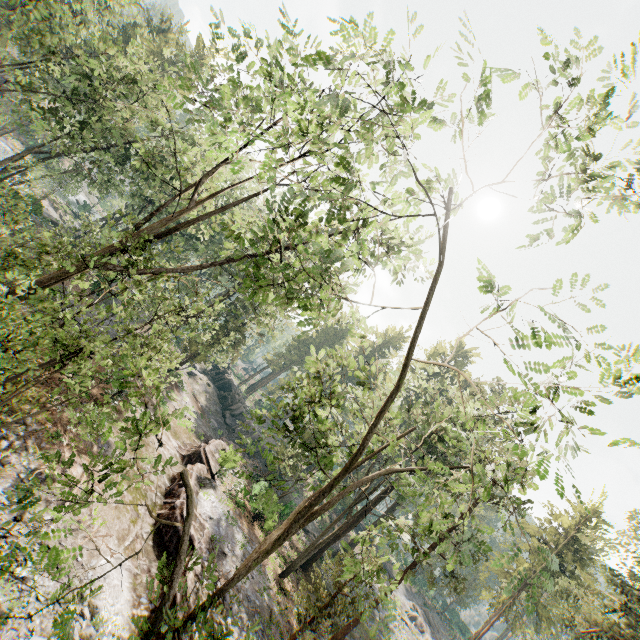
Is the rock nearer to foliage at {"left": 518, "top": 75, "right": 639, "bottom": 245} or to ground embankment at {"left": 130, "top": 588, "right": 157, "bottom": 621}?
ground embankment at {"left": 130, "top": 588, "right": 157, "bottom": 621}

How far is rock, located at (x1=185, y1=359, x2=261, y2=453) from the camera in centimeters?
4194cm

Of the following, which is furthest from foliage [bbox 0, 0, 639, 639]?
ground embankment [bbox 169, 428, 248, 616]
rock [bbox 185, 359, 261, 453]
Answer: rock [bbox 185, 359, 261, 453]

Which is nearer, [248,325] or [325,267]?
[325,267]

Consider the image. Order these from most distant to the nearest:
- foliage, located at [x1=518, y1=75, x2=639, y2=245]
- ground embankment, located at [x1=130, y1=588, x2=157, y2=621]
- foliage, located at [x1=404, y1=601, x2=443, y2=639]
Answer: foliage, located at [x1=404, y1=601, x2=443, y2=639] → ground embankment, located at [x1=130, y1=588, x2=157, y2=621] → foliage, located at [x1=518, y1=75, x2=639, y2=245]

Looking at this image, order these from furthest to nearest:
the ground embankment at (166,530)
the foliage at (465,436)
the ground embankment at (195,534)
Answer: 1. the ground embankment at (166,530)
2. the ground embankment at (195,534)
3. the foliage at (465,436)

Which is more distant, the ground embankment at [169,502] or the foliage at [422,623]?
the foliage at [422,623]
